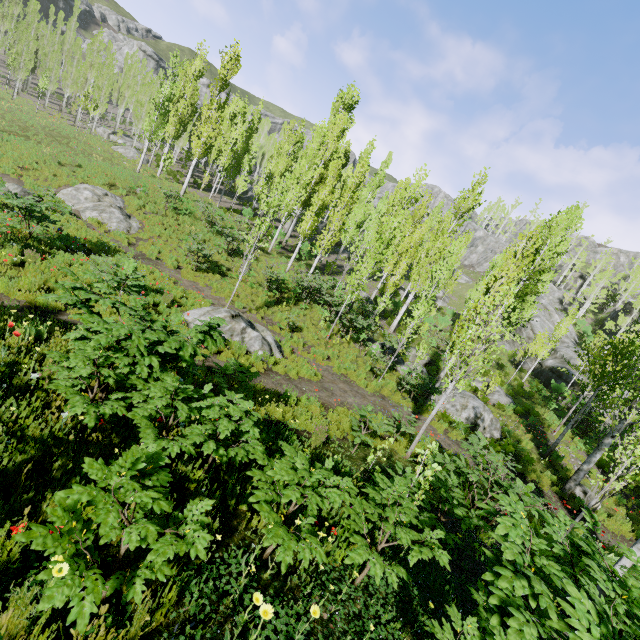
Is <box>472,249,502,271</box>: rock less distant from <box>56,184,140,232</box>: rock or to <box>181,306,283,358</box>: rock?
<box>181,306,283,358</box>: rock

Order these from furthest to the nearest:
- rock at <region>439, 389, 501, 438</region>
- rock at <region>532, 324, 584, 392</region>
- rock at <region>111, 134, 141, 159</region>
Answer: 1. rock at <region>111, 134, 141, 159</region>
2. rock at <region>532, 324, 584, 392</region>
3. rock at <region>439, 389, 501, 438</region>

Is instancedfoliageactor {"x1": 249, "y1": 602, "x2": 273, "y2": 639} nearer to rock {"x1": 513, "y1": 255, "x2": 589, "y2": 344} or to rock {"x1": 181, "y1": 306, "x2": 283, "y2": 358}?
rock {"x1": 513, "y1": 255, "x2": 589, "y2": 344}

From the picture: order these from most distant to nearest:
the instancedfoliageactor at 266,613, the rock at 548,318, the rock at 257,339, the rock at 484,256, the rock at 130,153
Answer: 1. the rock at 484,256
2. the rock at 548,318
3. the rock at 130,153
4. the rock at 257,339
5. the instancedfoliageactor at 266,613

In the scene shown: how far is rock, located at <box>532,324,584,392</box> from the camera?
28.8 meters

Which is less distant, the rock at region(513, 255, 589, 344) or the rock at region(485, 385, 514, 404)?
the rock at region(485, 385, 514, 404)

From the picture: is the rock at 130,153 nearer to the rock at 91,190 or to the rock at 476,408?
the rock at 476,408

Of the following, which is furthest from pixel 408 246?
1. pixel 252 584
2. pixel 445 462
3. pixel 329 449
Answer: pixel 252 584
